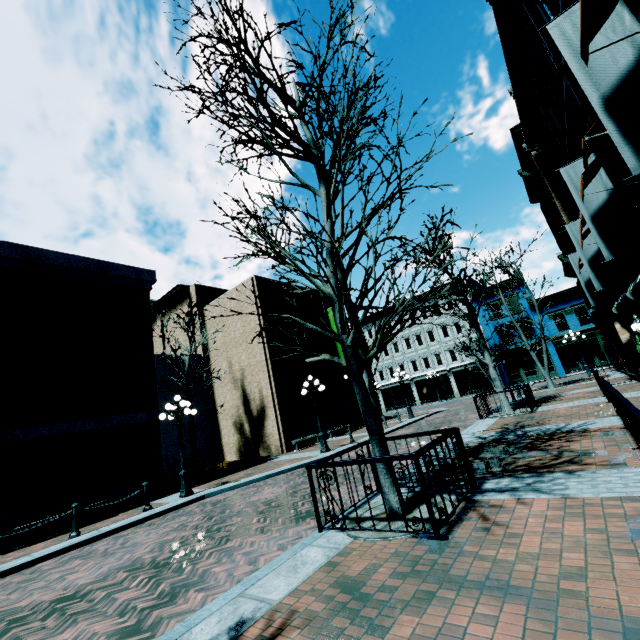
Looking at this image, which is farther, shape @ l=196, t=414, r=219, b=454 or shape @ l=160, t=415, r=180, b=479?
shape @ l=196, t=414, r=219, b=454

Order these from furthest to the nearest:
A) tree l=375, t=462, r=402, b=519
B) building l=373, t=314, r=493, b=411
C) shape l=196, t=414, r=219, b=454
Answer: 1. building l=373, t=314, r=493, b=411
2. shape l=196, t=414, r=219, b=454
3. tree l=375, t=462, r=402, b=519

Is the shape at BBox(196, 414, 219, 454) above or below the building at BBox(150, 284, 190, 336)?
below

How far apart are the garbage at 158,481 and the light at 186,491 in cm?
160

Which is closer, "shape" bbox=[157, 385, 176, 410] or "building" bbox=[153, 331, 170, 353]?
"shape" bbox=[157, 385, 176, 410]

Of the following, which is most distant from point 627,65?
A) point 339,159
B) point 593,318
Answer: point 593,318

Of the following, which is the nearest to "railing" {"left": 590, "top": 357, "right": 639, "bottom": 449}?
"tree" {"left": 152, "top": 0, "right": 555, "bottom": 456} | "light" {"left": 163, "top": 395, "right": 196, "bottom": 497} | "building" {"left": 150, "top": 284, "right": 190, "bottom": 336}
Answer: "tree" {"left": 152, "top": 0, "right": 555, "bottom": 456}

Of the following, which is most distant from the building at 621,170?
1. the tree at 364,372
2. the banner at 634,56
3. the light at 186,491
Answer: the light at 186,491
